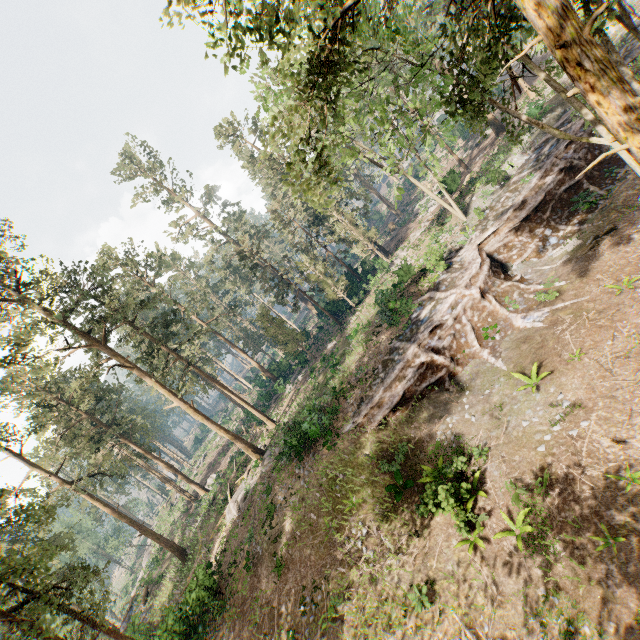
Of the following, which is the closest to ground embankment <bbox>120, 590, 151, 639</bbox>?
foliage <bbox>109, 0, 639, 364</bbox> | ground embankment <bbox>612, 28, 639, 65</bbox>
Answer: foliage <bbox>109, 0, 639, 364</bbox>

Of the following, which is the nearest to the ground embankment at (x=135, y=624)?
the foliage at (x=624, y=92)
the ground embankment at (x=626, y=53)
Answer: the foliage at (x=624, y=92)

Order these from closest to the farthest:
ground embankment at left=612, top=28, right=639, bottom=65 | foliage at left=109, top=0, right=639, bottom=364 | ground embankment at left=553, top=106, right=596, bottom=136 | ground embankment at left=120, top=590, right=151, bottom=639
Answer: foliage at left=109, top=0, right=639, bottom=364
ground embankment at left=553, top=106, right=596, bottom=136
ground embankment at left=612, top=28, right=639, bottom=65
ground embankment at left=120, top=590, right=151, bottom=639

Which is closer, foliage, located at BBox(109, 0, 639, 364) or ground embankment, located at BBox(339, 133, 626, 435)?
foliage, located at BBox(109, 0, 639, 364)

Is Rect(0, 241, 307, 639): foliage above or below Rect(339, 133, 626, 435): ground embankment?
above

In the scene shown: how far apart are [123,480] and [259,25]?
38.72m

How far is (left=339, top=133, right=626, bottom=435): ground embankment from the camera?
19.5m
